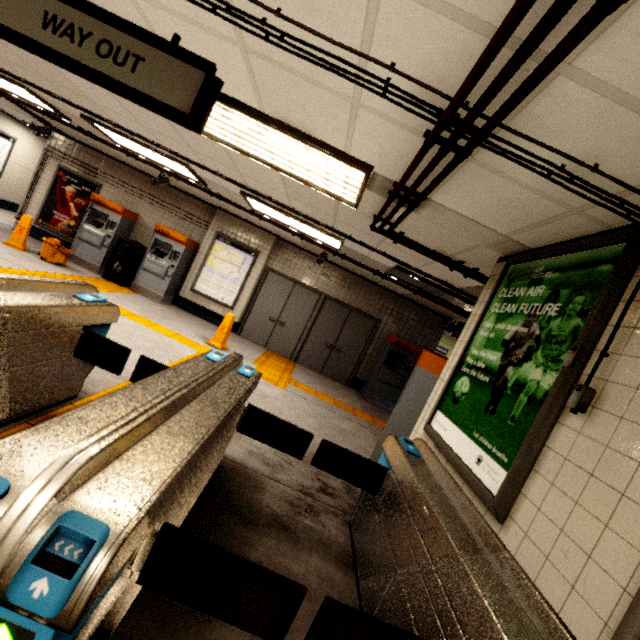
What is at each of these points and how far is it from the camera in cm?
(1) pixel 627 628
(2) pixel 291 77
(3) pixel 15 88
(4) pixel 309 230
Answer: (1) sign, 106
(2) storm drain, 198
(3) fluorescent light, 578
(4) fluorescent light, 598

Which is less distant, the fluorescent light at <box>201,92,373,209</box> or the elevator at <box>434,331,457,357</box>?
the fluorescent light at <box>201,92,373,209</box>

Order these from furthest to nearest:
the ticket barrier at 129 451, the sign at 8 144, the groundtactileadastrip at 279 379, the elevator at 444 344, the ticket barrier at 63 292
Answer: the elevator at 444 344
the sign at 8 144
the groundtactileadastrip at 279 379
the ticket barrier at 63 292
the ticket barrier at 129 451

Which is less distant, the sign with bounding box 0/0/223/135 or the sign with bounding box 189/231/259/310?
the sign with bounding box 0/0/223/135

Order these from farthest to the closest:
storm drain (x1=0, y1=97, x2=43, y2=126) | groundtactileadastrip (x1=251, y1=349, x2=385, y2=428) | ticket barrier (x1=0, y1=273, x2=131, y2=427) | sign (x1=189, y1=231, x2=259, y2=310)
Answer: sign (x1=189, y1=231, x2=259, y2=310) → storm drain (x1=0, y1=97, x2=43, y2=126) → groundtactileadastrip (x1=251, y1=349, x2=385, y2=428) → ticket barrier (x1=0, y1=273, x2=131, y2=427)

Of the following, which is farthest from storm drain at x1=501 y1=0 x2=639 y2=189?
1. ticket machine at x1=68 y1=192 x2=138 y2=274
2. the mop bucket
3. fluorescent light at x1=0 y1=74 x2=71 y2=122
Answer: the mop bucket

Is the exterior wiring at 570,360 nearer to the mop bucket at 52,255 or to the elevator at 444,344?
the mop bucket at 52,255

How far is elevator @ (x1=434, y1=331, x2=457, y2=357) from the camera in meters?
13.0
